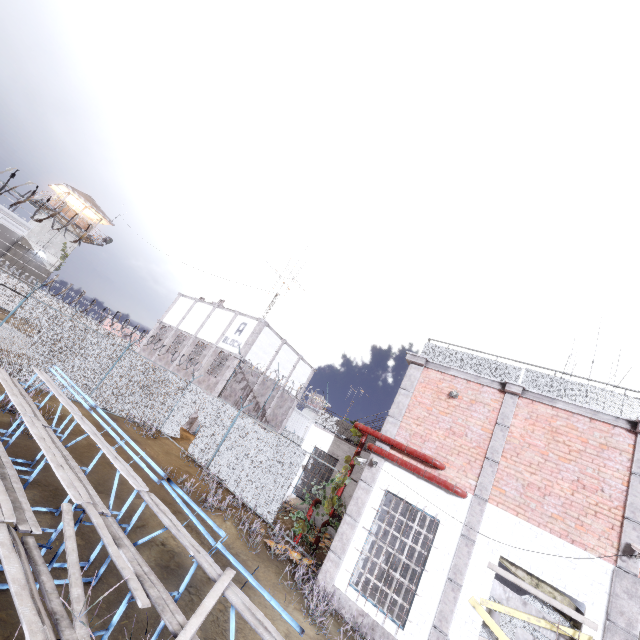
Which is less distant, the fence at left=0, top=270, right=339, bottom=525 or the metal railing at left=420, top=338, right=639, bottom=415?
the metal railing at left=420, top=338, right=639, bottom=415

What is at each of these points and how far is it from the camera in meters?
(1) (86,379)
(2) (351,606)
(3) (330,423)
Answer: (1) fence, 13.2 m
(2) foundation, 8.1 m
(3) metal railing, 17.6 m

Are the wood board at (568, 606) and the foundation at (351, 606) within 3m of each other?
yes

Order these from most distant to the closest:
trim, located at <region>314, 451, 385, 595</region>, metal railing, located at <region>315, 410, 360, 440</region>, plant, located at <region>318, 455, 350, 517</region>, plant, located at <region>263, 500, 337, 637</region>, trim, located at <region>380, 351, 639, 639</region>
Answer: metal railing, located at <region>315, 410, 360, 440</region> → plant, located at <region>318, 455, 350, 517</region> → trim, located at <region>314, 451, 385, 595</region> → plant, located at <region>263, 500, 337, 637</region> → trim, located at <region>380, 351, 639, 639</region>

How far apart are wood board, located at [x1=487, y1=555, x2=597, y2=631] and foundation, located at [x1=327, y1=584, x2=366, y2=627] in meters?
2.5 m

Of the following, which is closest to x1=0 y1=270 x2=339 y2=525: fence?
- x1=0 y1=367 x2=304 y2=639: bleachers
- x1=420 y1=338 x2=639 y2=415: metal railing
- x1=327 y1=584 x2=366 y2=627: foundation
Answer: x1=420 y1=338 x2=639 y2=415: metal railing

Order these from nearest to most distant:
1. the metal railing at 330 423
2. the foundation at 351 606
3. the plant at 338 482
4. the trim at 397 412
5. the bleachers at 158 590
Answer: the bleachers at 158 590 < the trim at 397 412 < the foundation at 351 606 < the plant at 338 482 < the metal railing at 330 423

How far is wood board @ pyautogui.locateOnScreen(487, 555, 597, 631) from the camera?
6.6m
